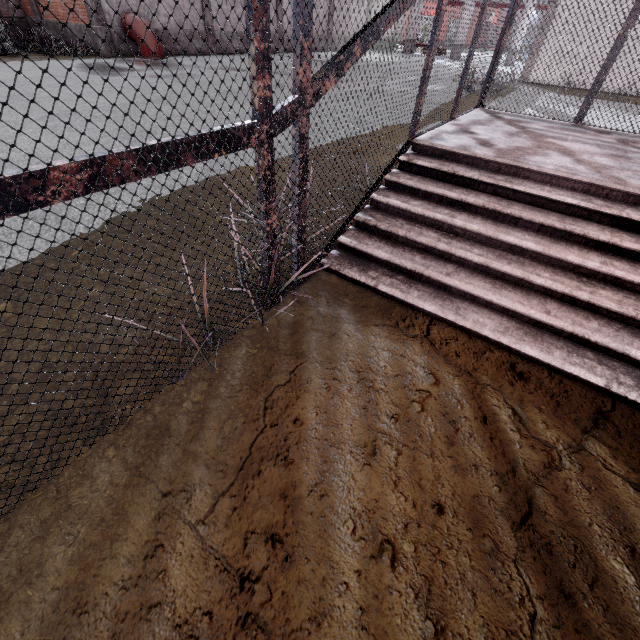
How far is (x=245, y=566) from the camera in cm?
143

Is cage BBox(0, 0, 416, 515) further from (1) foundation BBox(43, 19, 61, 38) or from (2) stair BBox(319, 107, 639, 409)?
(1) foundation BBox(43, 19, 61, 38)

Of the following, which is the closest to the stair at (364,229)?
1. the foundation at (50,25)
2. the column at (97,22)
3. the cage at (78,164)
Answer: the cage at (78,164)

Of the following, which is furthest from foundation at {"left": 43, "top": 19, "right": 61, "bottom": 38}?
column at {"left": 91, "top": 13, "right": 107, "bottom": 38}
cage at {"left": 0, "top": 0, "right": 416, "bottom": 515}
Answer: cage at {"left": 0, "top": 0, "right": 416, "bottom": 515}

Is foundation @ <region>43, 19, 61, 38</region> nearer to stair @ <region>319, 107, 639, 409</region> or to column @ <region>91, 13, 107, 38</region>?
column @ <region>91, 13, 107, 38</region>

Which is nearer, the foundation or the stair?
the stair

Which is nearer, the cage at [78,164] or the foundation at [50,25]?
the cage at [78,164]

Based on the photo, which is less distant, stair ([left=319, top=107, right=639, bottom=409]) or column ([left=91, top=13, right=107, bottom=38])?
stair ([left=319, top=107, right=639, bottom=409])
